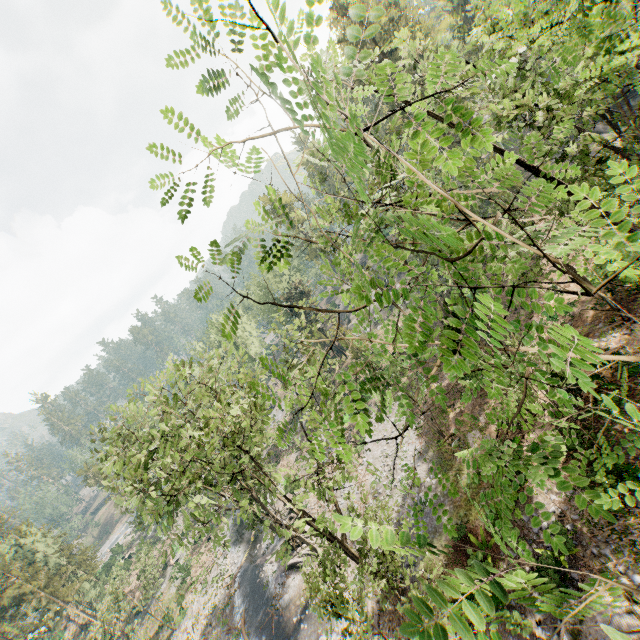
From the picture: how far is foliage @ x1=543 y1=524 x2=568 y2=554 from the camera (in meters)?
2.38

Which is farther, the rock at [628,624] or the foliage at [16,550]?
the foliage at [16,550]

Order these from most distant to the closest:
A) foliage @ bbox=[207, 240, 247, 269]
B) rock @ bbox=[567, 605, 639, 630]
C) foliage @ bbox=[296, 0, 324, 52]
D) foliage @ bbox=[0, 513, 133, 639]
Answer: foliage @ bbox=[0, 513, 133, 639] → rock @ bbox=[567, 605, 639, 630] → foliage @ bbox=[207, 240, 247, 269] → foliage @ bbox=[296, 0, 324, 52]

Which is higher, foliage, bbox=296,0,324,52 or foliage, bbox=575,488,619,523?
foliage, bbox=296,0,324,52

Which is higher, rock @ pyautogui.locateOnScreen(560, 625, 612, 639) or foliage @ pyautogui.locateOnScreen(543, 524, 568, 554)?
foliage @ pyautogui.locateOnScreen(543, 524, 568, 554)

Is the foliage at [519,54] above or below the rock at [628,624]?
above

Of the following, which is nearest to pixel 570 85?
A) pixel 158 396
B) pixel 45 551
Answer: pixel 158 396

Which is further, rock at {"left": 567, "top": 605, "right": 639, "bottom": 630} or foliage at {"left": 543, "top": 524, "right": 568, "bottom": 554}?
rock at {"left": 567, "top": 605, "right": 639, "bottom": 630}
